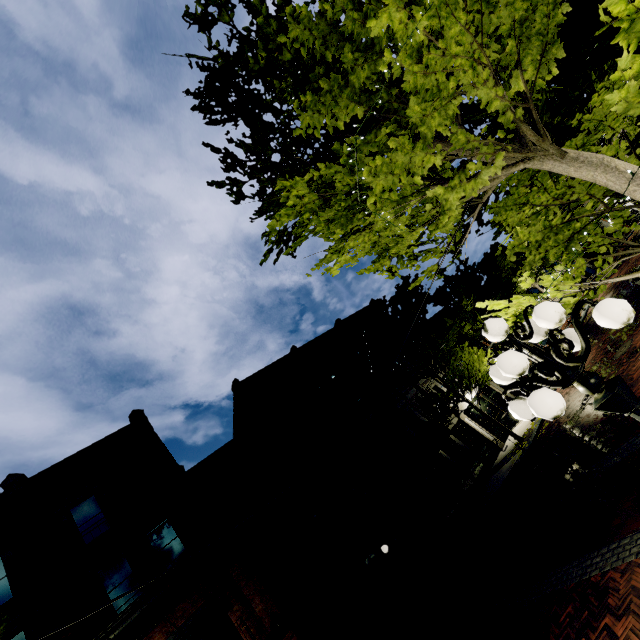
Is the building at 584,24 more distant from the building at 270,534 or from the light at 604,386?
the building at 270,534

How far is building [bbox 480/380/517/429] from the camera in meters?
22.4 m

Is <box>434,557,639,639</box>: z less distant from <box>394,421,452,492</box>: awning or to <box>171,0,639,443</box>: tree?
<box>171,0,639,443</box>: tree

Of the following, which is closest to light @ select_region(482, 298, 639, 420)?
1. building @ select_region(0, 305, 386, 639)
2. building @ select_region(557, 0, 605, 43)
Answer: building @ select_region(557, 0, 605, 43)

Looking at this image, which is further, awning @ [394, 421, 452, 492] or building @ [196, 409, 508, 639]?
awning @ [394, 421, 452, 492]

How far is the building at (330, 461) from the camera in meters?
17.7

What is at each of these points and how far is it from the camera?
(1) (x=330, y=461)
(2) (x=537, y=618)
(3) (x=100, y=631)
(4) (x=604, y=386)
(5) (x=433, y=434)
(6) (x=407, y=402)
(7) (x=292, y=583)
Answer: (1) building, 18.0 meters
(2) z, 6.8 meters
(3) building, 11.2 meters
(4) light, 2.7 meters
(5) awning, 15.8 meters
(6) building, 22.1 meters
(7) building, 12.1 meters
